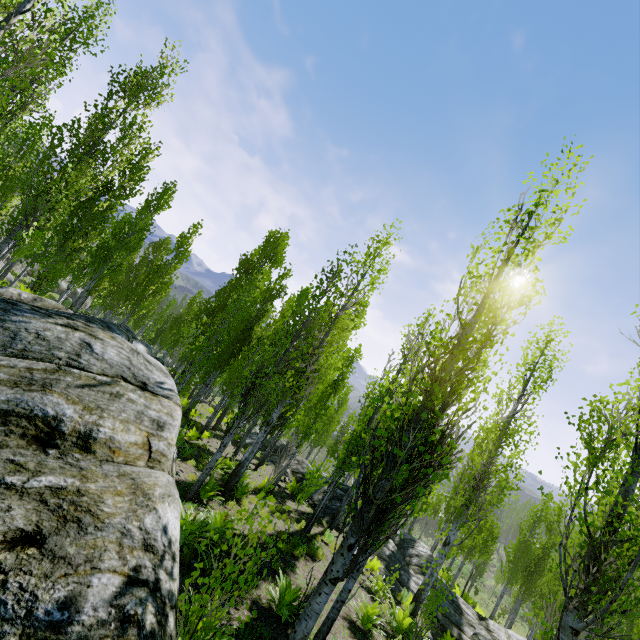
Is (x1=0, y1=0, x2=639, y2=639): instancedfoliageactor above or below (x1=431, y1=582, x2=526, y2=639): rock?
above

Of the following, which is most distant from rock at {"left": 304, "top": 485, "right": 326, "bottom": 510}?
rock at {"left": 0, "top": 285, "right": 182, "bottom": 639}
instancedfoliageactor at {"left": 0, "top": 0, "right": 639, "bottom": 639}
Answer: rock at {"left": 0, "top": 285, "right": 182, "bottom": 639}

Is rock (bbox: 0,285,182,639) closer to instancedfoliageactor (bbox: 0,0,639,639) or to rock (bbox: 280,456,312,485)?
instancedfoliageactor (bbox: 0,0,639,639)

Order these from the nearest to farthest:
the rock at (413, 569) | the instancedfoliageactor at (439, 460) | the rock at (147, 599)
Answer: the rock at (147, 599) < the instancedfoliageactor at (439, 460) < the rock at (413, 569)

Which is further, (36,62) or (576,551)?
(576,551)

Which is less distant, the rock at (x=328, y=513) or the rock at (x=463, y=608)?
the rock at (x=463, y=608)

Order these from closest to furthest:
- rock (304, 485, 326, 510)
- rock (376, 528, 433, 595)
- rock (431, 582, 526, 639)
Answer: rock (431, 582, 526, 639) < rock (376, 528, 433, 595) < rock (304, 485, 326, 510)
